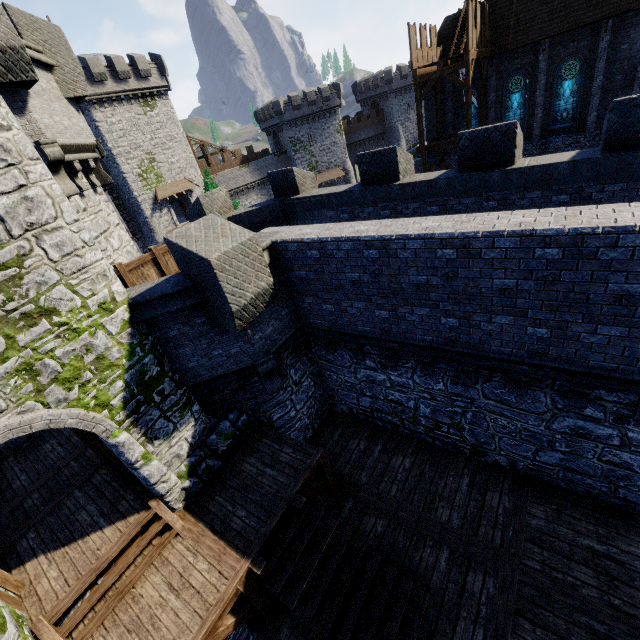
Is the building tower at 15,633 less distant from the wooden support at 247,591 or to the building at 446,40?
the wooden support at 247,591

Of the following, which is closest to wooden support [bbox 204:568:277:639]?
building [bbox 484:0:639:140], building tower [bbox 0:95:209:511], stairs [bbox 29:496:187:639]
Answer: stairs [bbox 29:496:187:639]

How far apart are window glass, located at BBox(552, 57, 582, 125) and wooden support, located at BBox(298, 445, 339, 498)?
27.7 meters

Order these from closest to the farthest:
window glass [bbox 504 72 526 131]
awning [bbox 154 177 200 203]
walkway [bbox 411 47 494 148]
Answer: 1. walkway [bbox 411 47 494 148]
2. window glass [bbox 504 72 526 131]
3. awning [bbox 154 177 200 203]

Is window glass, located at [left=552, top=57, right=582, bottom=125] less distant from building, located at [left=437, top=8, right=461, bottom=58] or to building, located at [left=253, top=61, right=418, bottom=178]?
building, located at [left=437, top=8, right=461, bottom=58]

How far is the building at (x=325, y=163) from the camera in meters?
48.2 m

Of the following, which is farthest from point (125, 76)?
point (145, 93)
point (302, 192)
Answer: point (302, 192)

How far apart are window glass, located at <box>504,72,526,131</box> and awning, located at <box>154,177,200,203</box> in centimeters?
3378cm
